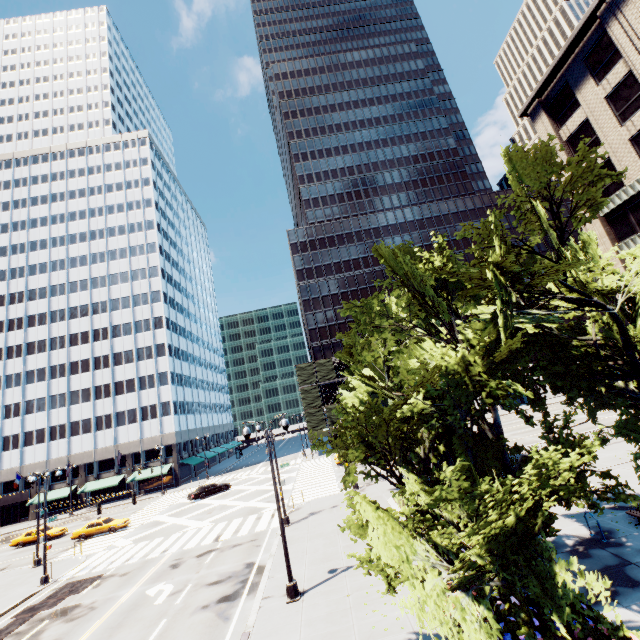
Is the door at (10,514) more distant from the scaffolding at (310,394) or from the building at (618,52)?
the building at (618,52)

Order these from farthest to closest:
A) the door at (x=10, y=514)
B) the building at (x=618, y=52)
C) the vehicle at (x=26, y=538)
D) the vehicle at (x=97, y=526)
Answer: the door at (x=10, y=514) < the vehicle at (x=26, y=538) < the vehicle at (x=97, y=526) < the building at (x=618, y=52)

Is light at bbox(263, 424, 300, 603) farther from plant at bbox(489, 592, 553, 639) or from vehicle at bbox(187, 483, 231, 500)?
vehicle at bbox(187, 483, 231, 500)

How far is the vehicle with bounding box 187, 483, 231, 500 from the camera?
39.12m

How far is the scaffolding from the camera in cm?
5462

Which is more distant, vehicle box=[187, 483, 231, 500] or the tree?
vehicle box=[187, 483, 231, 500]

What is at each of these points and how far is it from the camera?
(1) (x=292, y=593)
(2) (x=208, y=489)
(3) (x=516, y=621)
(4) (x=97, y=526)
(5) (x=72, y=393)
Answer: (1) light, 13.4m
(2) vehicle, 40.2m
(3) plant, 8.8m
(4) vehicle, 32.7m
(5) building, 58.7m

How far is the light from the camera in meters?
13.5 m
